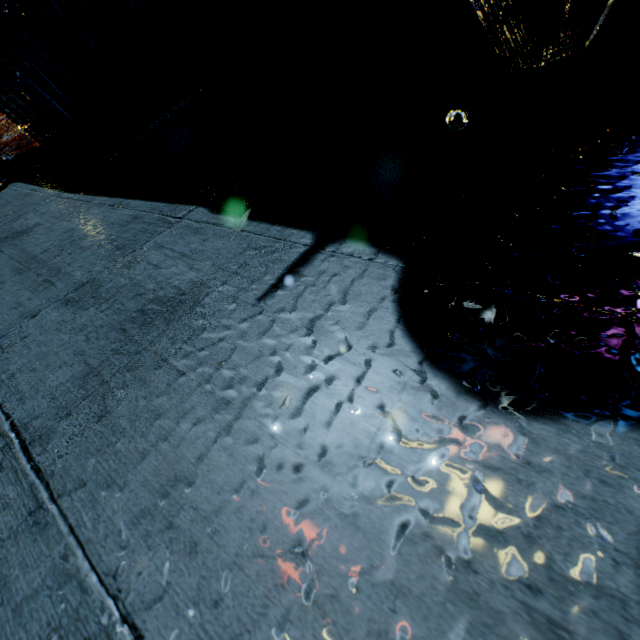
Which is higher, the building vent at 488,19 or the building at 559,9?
the building at 559,9

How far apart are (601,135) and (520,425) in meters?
1.6 m

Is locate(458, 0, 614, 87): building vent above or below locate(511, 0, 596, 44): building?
below

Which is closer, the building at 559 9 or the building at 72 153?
the building at 72 153

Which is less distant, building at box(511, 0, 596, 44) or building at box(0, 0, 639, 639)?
building at box(0, 0, 639, 639)
